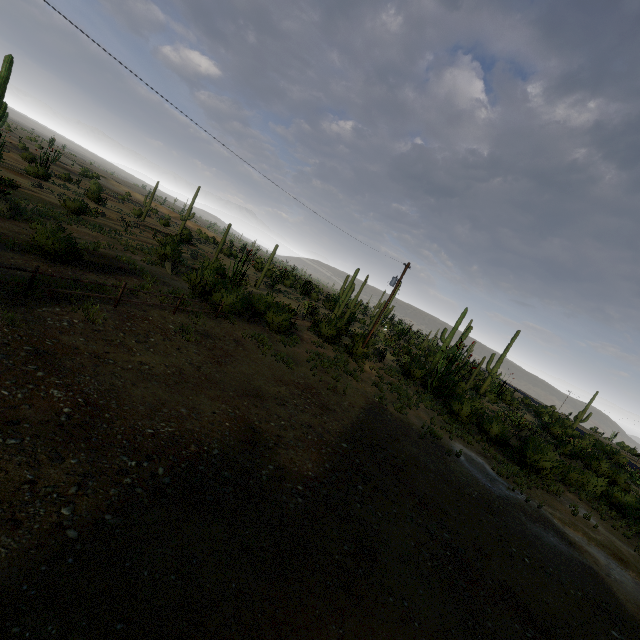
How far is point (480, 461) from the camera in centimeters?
1596cm
